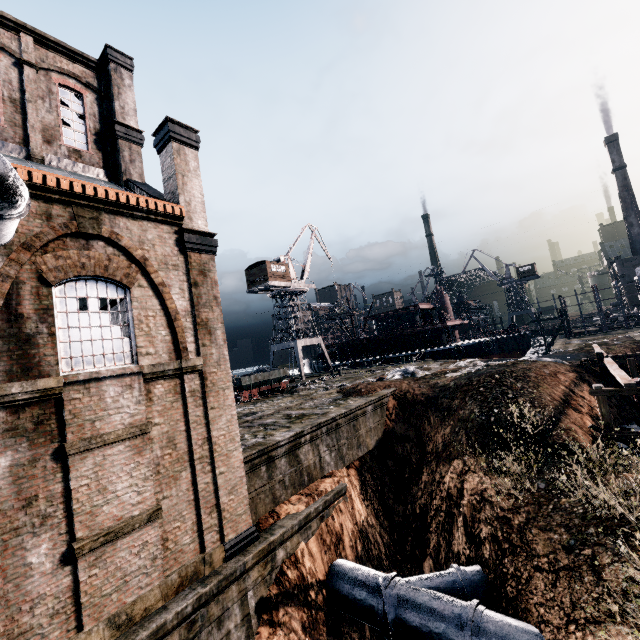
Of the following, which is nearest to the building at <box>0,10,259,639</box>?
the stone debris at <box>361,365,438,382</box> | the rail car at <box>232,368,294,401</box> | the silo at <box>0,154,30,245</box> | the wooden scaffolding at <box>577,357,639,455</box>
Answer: the silo at <box>0,154,30,245</box>

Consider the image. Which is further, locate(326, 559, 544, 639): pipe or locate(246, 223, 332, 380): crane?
locate(246, 223, 332, 380): crane

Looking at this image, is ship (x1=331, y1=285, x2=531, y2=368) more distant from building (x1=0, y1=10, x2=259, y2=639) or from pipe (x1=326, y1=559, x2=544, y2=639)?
building (x1=0, y1=10, x2=259, y2=639)

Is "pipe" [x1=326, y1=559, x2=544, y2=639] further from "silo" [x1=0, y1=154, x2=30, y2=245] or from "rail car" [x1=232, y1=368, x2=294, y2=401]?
"rail car" [x1=232, y1=368, x2=294, y2=401]

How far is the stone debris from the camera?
26.17m

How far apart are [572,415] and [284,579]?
16.11m

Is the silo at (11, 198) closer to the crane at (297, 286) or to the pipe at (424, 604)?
the pipe at (424, 604)

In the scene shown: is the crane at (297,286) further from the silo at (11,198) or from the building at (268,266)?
the silo at (11,198)
